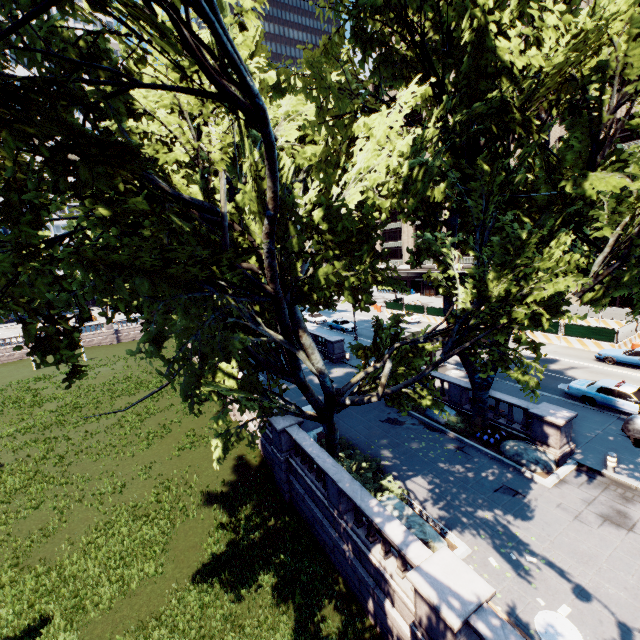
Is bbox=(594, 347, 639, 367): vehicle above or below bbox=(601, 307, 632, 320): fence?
below

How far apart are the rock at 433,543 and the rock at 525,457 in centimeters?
570cm

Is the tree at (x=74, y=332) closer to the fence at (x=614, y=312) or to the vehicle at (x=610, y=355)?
the vehicle at (x=610, y=355)

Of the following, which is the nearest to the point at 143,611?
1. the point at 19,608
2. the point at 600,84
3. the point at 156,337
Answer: the point at 19,608

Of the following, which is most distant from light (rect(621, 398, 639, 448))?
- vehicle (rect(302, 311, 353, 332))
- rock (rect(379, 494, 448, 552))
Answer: vehicle (rect(302, 311, 353, 332))

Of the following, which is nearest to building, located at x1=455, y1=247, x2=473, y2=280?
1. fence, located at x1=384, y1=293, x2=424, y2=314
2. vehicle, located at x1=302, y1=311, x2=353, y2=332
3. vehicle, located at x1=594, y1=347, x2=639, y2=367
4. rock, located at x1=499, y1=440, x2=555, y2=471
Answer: fence, located at x1=384, y1=293, x2=424, y2=314

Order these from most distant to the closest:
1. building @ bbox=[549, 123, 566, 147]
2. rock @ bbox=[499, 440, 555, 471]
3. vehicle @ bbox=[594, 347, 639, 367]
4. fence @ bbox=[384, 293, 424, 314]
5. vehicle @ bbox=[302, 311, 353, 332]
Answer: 1. fence @ bbox=[384, 293, 424, 314]
2. vehicle @ bbox=[302, 311, 353, 332]
3. building @ bbox=[549, 123, 566, 147]
4. vehicle @ bbox=[594, 347, 639, 367]
5. rock @ bbox=[499, 440, 555, 471]

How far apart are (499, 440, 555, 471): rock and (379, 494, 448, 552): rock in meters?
5.7
